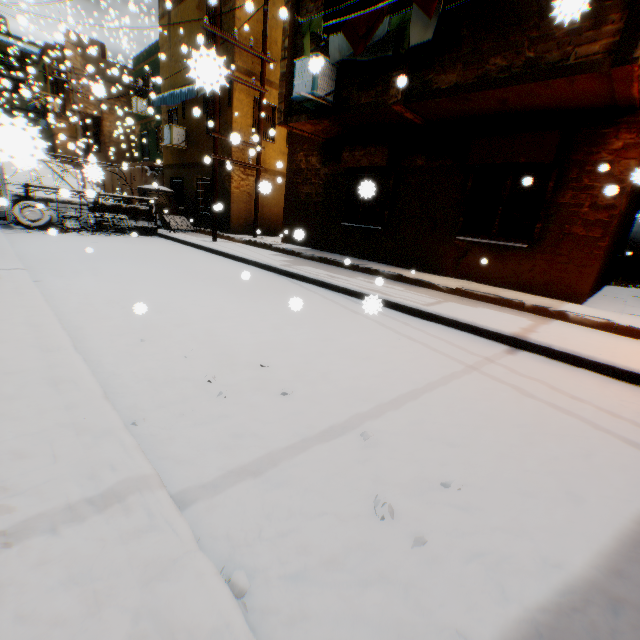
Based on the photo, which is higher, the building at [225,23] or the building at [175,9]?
the building at [175,9]

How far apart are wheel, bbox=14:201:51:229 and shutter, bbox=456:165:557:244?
13.3 meters

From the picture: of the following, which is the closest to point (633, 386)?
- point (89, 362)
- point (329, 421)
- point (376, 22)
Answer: point (329, 421)

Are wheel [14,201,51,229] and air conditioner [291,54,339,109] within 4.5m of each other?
no

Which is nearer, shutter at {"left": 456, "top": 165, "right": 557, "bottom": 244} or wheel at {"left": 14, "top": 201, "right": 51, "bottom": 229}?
shutter at {"left": 456, "top": 165, "right": 557, "bottom": 244}

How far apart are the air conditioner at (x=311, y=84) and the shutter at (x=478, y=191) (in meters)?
3.70

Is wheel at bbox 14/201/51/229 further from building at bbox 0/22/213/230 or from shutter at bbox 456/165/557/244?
shutter at bbox 456/165/557/244

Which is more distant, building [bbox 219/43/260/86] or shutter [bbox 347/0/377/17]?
building [bbox 219/43/260/86]
